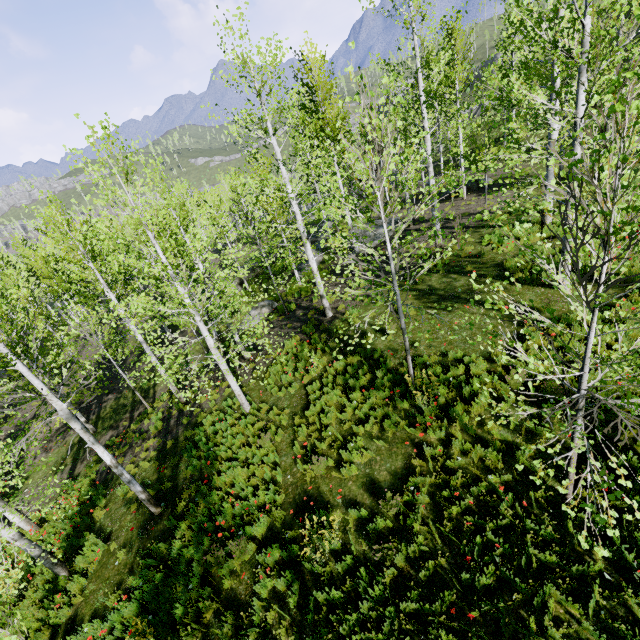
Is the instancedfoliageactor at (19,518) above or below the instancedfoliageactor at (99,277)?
below

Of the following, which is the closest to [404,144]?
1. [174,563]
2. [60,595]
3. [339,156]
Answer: [339,156]

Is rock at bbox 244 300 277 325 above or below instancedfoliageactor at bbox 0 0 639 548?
below

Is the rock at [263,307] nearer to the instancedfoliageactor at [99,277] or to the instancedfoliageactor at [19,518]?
the instancedfoliageactor at [19,518]

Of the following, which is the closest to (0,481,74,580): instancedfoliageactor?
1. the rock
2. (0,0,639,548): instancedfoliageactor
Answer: the rock

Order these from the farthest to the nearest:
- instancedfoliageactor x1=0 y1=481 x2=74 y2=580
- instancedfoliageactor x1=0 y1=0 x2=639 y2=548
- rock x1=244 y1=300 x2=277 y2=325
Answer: rock x1=244 y1=300 x2=277 y2=325 → instancedfoliageactor x1=0 y1=481 x2=74 y2=580 → instancedfoliageactor x1=0 y1=0 x2=639 y2=548
